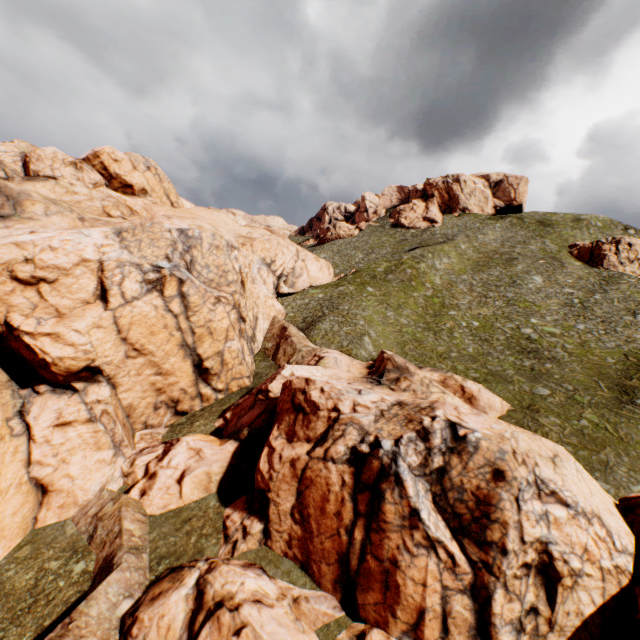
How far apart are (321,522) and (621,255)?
68.0m

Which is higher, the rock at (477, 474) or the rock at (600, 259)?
the rock at (600, 259)

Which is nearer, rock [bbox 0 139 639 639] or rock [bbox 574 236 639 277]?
rock [bbox 0 139 639 639]

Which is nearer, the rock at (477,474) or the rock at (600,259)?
the rock at (477,474)

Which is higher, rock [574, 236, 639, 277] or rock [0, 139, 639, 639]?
rock [574, 236, 639, 277]
